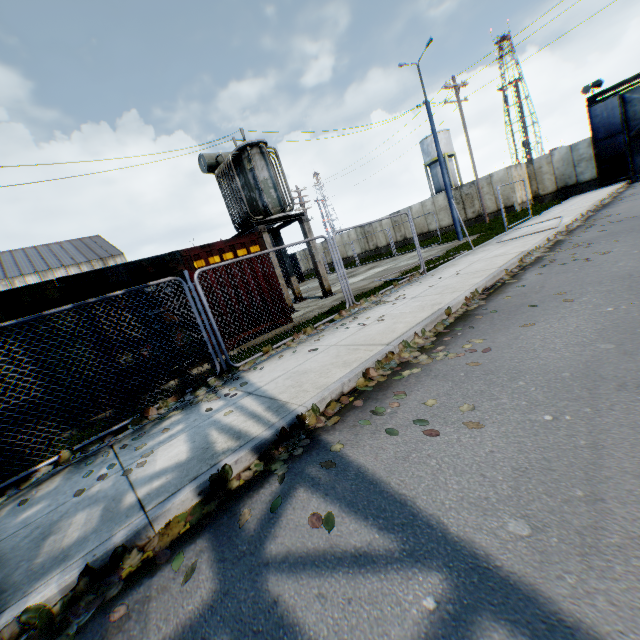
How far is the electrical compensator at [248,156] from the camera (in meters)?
11.98

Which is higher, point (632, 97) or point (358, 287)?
point (632, 97)

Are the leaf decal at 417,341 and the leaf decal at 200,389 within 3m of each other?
yes

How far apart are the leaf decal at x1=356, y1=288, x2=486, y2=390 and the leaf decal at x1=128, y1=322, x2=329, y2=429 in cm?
170

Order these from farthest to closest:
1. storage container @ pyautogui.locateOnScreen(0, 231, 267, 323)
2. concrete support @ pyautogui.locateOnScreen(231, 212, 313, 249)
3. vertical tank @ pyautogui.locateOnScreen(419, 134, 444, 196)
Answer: vertical tank @ pyautogui.locateOnScreen(419, 134, 444, 196), concrete support @ pyautogui.locateOnScreen(231, 212, 313, 249), storage container @ pyautogui.locateOnScreen(0, 231, 267, 323)

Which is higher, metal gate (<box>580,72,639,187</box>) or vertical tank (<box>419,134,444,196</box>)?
vertical tank (<box>419,134,444,196</box>)

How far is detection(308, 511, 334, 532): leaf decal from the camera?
2.3 meters

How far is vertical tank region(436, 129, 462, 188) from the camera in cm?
4312
